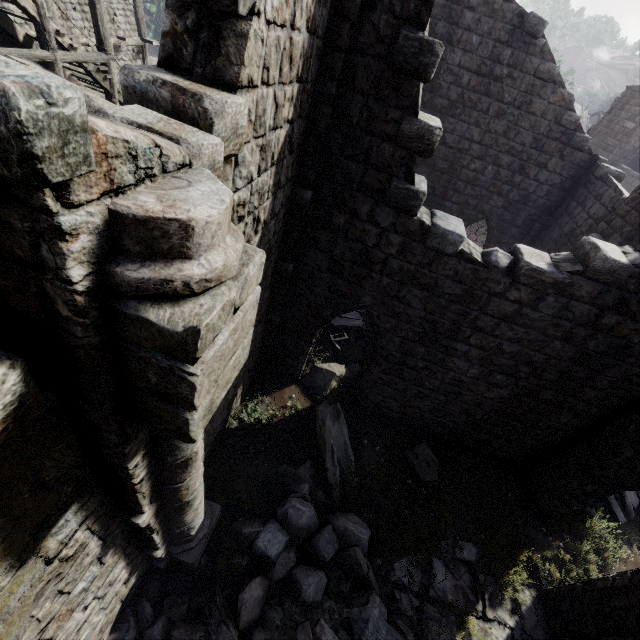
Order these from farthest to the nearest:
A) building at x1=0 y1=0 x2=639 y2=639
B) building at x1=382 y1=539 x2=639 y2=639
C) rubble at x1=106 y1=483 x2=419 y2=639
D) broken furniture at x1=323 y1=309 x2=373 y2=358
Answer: broken furniture at x1=323 y1=309 x2=373 y2=358, building at x1=382 y1=539 x2=639 y2=639, rubble at x1=106 y1=483 x2=419 y2=639, building at x1=0 y1=0 x2=639 y2=639

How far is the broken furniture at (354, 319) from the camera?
11.32m

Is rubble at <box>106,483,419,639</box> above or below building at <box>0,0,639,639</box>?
below

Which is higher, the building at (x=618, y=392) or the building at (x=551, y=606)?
the building at (x=618, y=392)

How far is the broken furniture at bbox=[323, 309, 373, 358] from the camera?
11.32m

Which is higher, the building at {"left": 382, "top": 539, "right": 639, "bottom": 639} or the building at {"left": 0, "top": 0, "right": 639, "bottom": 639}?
the building at {"left": 0, "top": 0, "right": 639, "bottom": 639}

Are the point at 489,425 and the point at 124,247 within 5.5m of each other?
no

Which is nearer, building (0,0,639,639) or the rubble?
building (0,0,639,639)
